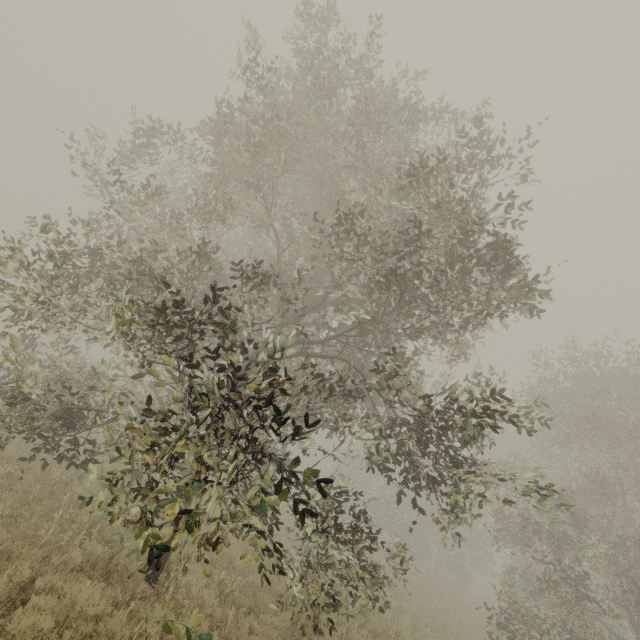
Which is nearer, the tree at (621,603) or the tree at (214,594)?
the tree at (621,603)

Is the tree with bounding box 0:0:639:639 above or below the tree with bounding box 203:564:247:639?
above

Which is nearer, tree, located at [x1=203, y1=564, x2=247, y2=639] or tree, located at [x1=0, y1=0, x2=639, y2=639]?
tree, located at [x1=0, y1=0, x2=639, y2=639]

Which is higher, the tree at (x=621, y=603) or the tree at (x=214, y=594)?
the tree at (x=621, y=603)

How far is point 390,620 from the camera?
11.4m
